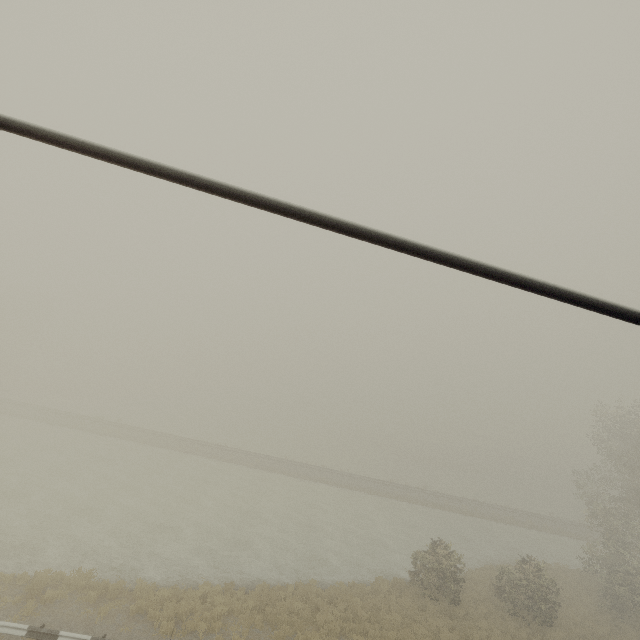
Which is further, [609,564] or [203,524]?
[609,564]
